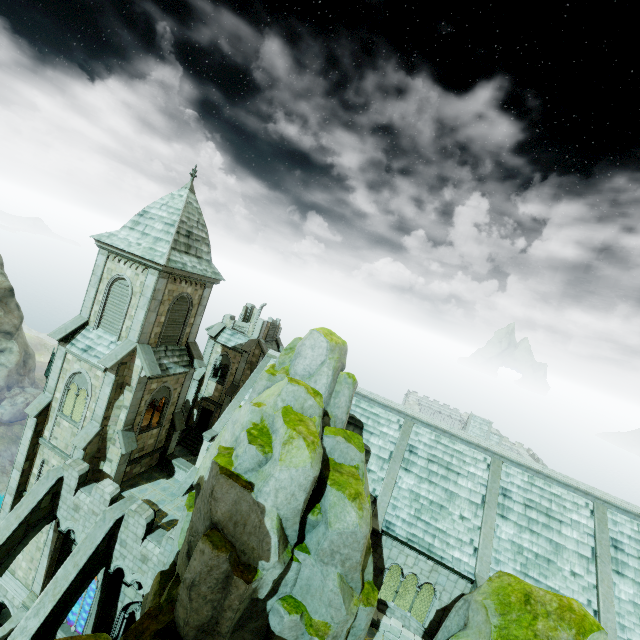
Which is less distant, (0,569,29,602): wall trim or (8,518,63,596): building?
(8,518,63,596): building

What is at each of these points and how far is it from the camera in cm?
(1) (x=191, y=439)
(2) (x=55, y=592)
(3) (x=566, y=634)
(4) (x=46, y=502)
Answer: (1) stair, 3259
(2) buttress, 1405
(3) rock, 874
(4) buttress, 1673

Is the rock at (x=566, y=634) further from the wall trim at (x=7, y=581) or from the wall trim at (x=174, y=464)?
the wall trim at (x=7, y=581)

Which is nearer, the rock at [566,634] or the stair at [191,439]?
the rock at [566,634]

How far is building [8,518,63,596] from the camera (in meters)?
18.28

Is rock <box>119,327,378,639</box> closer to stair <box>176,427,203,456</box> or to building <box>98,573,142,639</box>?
building <box>98,573,142,639</box>

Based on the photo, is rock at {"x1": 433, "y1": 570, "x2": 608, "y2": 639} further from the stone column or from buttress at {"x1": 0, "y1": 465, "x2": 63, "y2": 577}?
buttress at {"x1": 0, "y1": 465, "x2": 63, "y2": 577}

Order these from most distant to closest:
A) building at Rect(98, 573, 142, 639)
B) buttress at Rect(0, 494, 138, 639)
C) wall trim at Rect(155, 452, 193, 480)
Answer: wall trim at Rect(155, 452, 193, 480)
building at Rect(98, 573, 142, 639)
buttress at Rect(0, 494, 138, 639)
